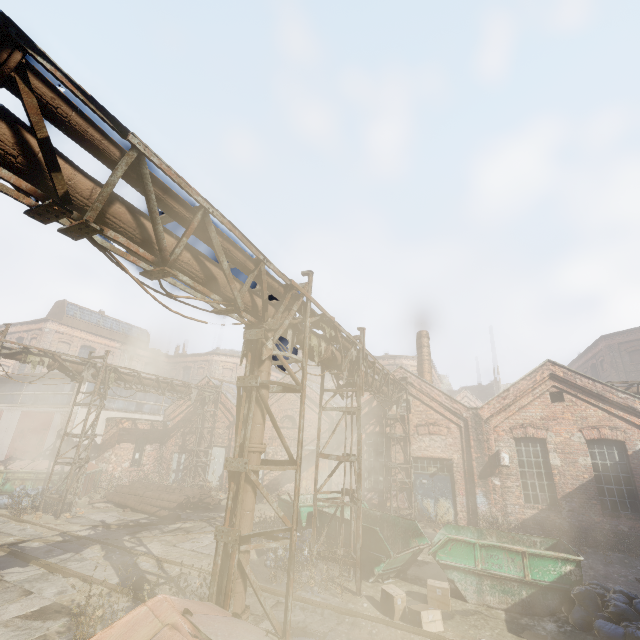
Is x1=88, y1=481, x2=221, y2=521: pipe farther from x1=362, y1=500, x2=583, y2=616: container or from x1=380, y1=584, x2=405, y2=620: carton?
x1=380, y1=584, x2=405, y2=620: carton

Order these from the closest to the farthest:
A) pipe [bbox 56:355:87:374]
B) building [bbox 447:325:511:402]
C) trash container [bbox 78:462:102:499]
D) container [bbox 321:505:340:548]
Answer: container [bbox 321:505:340:548] → pipe [bbox 56:355:87:374] → trash container [bbox 78:462:102:499] → building [bbox 447:325:511:402]

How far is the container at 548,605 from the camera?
7.7m

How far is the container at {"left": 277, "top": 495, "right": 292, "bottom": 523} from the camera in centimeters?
1180cm

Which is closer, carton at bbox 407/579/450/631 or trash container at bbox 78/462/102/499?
carton at bbox 407/579/450/631

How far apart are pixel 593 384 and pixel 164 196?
17.6m

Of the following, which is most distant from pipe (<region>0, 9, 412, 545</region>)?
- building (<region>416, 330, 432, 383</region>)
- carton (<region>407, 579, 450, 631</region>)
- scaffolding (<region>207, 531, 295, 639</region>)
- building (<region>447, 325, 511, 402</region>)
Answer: building (<region>447, 325, 511, 402</region>)

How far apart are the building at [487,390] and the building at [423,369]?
29.9 meters
